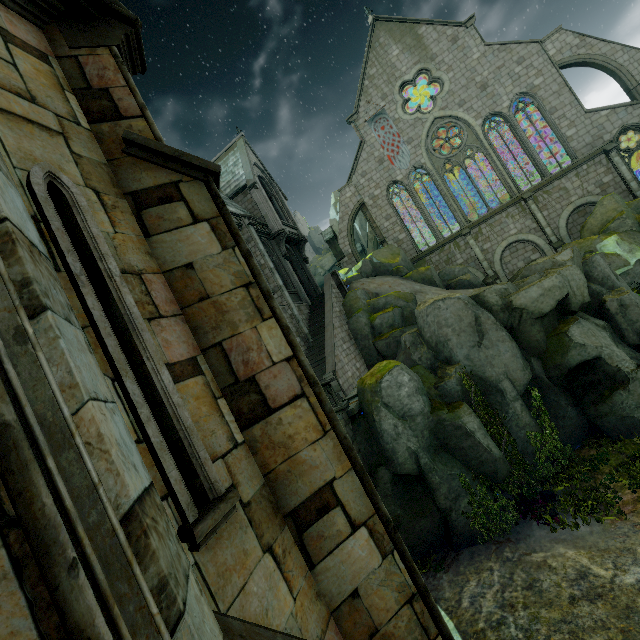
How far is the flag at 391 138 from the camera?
28.2 meters

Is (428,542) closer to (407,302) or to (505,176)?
(407,302)

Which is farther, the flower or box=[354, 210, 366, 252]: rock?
box=[354, 210, 366, 252]: rock

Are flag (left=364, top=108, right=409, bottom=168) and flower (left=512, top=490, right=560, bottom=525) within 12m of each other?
no

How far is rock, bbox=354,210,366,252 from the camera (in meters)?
49.00

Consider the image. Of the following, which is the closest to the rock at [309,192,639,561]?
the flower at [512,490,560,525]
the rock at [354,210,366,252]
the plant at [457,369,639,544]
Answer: the plant at [457,369,639,544]

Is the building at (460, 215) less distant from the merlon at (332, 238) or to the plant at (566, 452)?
the merlon at (332, 238)

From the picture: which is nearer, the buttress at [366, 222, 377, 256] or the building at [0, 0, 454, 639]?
the building at [0, 0, 454, 639]
